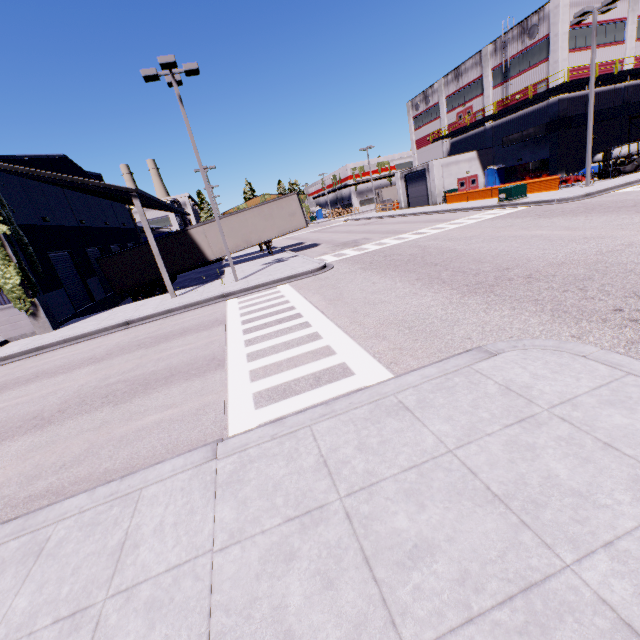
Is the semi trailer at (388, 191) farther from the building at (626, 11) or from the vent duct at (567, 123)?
the vent duct at (567, 123)

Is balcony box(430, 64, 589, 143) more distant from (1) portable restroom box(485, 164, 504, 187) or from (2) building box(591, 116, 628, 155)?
(1) portable restroom box(485, 164, 504, 187)

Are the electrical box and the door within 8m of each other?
no

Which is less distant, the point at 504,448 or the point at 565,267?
the point at 504,448

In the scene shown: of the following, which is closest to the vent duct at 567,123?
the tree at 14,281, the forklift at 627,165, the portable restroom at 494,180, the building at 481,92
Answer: the building at 481,92

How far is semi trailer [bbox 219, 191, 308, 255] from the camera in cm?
2433

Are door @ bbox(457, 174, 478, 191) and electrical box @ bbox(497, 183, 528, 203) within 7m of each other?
no

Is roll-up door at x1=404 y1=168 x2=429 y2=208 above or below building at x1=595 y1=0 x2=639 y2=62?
below
